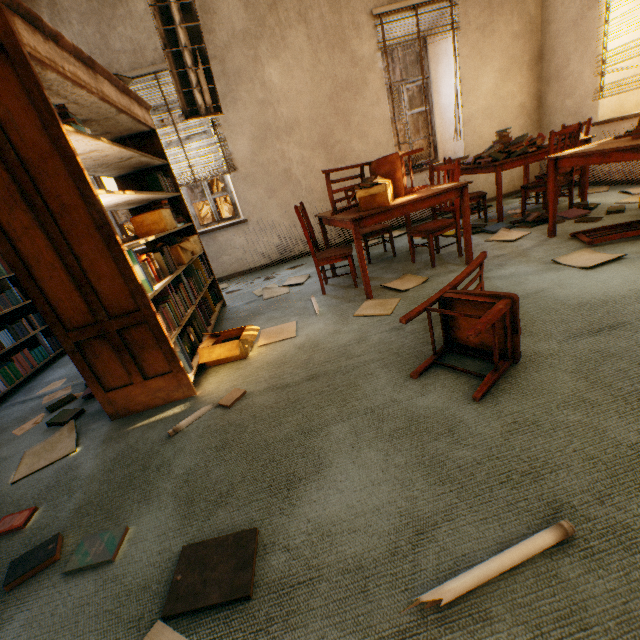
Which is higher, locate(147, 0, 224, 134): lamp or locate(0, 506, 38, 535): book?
locate(147, 0, 224, 134): lamp

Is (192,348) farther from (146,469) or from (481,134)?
(481,134)

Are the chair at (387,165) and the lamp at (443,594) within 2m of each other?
no

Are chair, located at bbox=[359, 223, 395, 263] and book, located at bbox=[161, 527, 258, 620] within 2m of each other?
no

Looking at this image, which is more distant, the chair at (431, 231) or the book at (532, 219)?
the book at (532, 219)

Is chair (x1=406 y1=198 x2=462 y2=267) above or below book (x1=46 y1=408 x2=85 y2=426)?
above

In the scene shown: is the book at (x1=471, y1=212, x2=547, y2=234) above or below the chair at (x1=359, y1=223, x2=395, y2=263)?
below

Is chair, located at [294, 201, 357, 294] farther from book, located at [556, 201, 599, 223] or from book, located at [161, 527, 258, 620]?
book, located at [161, 527, 258, 620]
